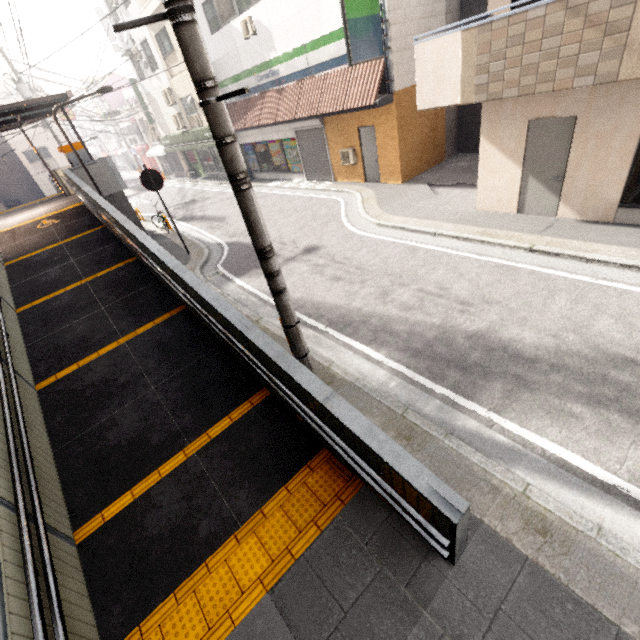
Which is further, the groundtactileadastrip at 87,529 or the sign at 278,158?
the sign at 278,158

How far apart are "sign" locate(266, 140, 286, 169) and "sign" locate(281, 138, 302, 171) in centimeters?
4cm

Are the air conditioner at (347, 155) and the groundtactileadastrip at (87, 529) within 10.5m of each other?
no

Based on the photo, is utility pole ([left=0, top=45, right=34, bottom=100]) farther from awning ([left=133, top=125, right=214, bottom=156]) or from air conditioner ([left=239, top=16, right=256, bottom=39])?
air conditioner ([left=239, top=16, right=256, bottom=39])

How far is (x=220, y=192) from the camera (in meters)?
19.73

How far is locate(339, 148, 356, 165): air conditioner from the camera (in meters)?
13.22

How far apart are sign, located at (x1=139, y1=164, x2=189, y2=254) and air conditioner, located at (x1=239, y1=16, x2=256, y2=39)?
8.73m

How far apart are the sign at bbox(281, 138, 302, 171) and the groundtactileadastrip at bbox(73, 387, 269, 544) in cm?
1435
